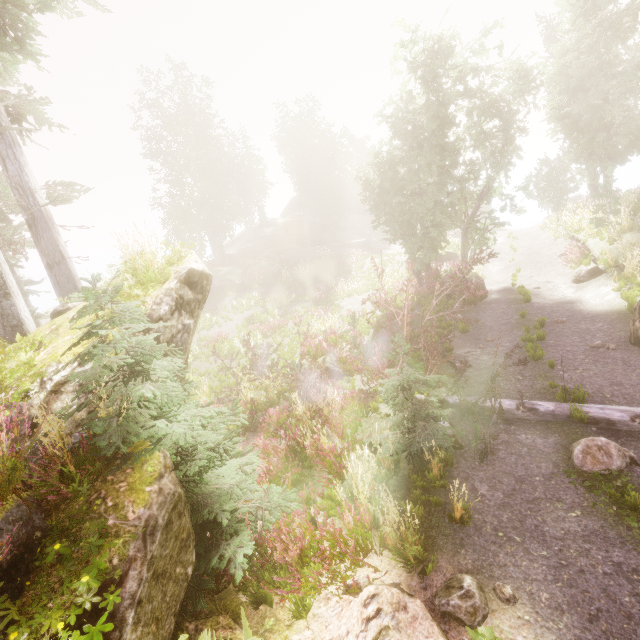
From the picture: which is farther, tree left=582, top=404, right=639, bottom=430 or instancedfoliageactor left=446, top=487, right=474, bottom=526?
tree left=582, top=404, right=639, bottom=430

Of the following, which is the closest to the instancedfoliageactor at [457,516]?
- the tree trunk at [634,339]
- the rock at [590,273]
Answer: the tree trunk at [634,339]

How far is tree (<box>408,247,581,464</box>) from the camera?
6.9m

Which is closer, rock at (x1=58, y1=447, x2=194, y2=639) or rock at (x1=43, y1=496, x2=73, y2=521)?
rock at (x1=58, y1=447, x2=194, y2=639)

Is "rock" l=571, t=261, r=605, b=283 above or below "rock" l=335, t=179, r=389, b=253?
below

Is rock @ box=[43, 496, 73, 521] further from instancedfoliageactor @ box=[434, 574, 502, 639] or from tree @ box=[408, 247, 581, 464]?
tree @ box=[408, 247, 581, 464]

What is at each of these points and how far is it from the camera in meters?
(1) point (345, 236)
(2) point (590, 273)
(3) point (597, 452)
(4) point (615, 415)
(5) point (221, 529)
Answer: (1) rock, 46.7 m
(2) rock, 14.4 m
(3) instancedfoliageactor, 5.7 m
(4) tree, 6.5 m
(5) instancedfoliageactor, 4.9 m

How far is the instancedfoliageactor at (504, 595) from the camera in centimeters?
408cm
